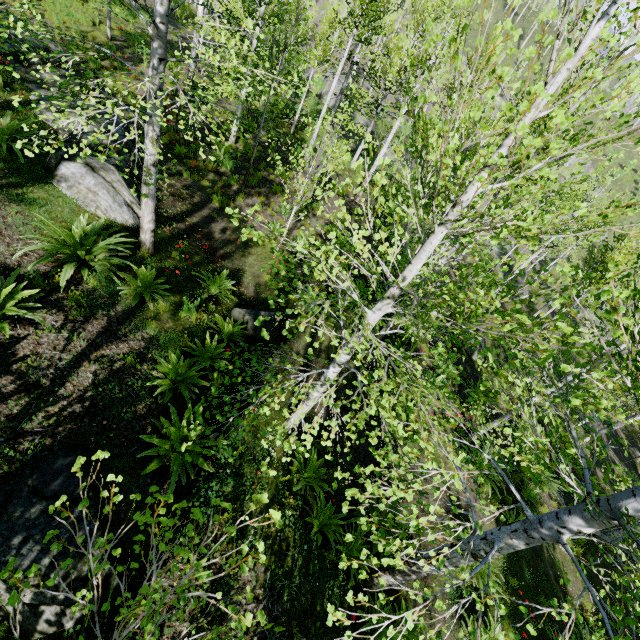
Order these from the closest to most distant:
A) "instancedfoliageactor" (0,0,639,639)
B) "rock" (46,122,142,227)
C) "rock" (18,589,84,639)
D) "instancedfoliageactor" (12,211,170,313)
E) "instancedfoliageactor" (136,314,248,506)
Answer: "instancedfoliageactor" (0,0,639,639)
"rock" (18,589,84,639)
"instancedfoliageactor" (136,314,248,506)
"instancedfoliageactor" (12,211,170,313)
"rock" (46,122,142,227)

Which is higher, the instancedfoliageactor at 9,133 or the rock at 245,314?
the instancedfoliageactor at 9,133

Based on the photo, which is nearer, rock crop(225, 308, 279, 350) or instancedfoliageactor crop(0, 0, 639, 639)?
instancedfoliageactor crop(0, 0, 639, 639)

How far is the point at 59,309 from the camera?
5.4m

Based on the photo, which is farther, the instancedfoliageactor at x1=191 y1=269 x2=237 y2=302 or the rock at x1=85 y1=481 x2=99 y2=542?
the instancedfoliageactor at x1=191 y1=269 x2=237 y2=302

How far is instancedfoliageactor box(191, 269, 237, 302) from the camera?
7.8 meters

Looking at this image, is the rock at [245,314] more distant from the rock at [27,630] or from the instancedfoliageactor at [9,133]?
the rock at [27,630]

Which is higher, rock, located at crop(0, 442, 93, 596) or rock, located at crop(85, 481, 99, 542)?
rock, located at crop(85, 481, 99, 542)
